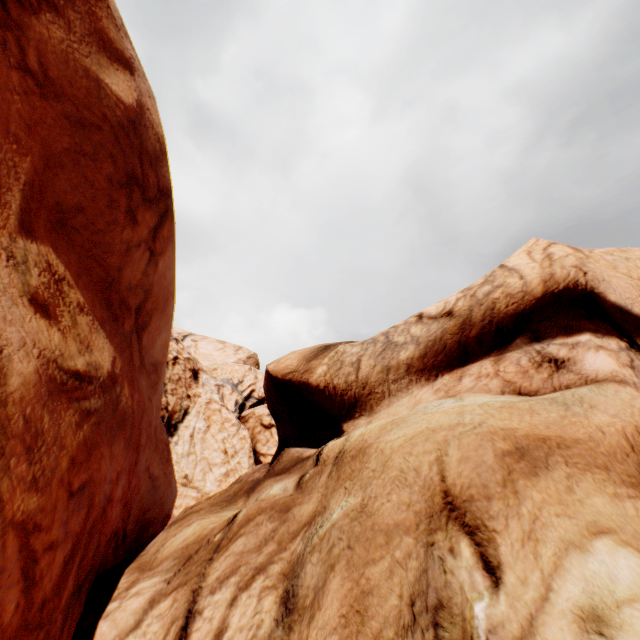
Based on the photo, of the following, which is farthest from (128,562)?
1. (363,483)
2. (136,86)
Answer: (136,86)
